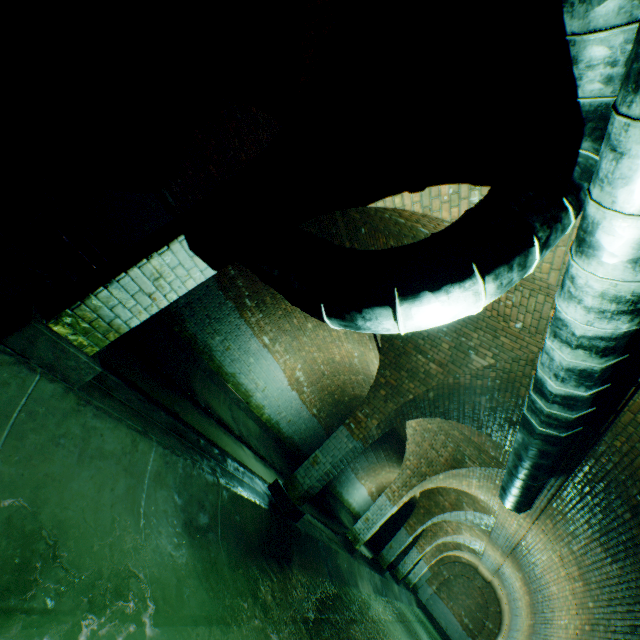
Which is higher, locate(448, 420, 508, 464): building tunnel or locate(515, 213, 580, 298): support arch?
locate(448, 420, 508, 464): building tunnel

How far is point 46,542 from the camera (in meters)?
1.84

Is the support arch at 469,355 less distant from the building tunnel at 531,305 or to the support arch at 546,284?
the building tunnel at 531,305

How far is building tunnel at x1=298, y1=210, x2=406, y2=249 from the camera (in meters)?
5.89

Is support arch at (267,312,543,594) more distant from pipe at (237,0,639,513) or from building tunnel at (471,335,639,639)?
pipe at (237,0,639,513)

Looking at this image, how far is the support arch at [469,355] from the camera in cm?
532
